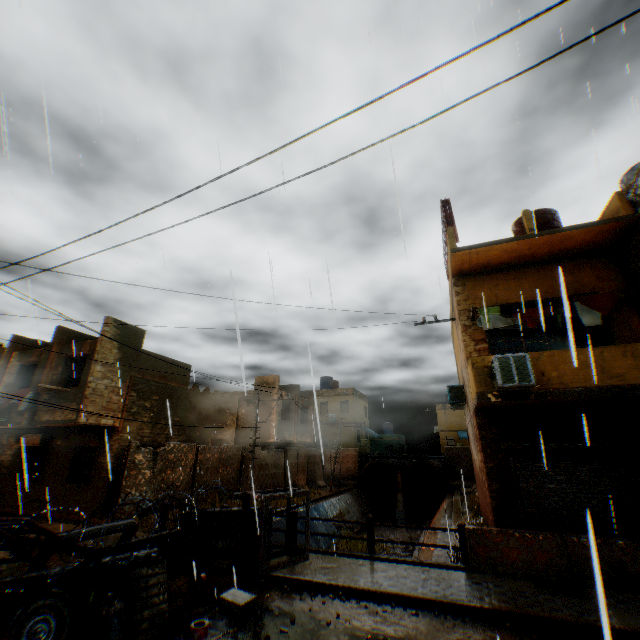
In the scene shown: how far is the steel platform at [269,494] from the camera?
7.5 meters

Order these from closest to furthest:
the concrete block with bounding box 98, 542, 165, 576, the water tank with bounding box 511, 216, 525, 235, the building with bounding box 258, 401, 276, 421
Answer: the concrete block with bounding box 98, 542, 165, 576, the water tank with bounding box 511, 216, 525, 235, the building with bounding box 258, 401, 276, 421

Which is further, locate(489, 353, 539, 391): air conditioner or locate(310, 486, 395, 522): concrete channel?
locate(310, 486, 395, 522): concrete channel

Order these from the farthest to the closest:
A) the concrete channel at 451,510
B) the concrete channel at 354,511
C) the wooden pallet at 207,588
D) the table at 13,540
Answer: the concrete channel at 354,511 → the concrete channel at 451,510 → the wooden pallet at 207,588 → the table at 13,540

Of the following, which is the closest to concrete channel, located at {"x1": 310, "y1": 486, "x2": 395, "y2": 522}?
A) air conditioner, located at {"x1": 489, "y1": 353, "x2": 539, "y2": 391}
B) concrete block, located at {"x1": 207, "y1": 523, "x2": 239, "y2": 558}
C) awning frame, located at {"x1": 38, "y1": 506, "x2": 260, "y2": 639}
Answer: concrete block, located at {"x1": 207, "y1": 523, "x2": 239, "y2": 558}

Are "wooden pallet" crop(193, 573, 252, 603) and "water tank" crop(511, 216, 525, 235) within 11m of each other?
no

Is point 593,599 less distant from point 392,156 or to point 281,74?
point 392,156

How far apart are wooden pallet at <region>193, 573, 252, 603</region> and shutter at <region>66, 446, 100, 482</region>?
10.6m
